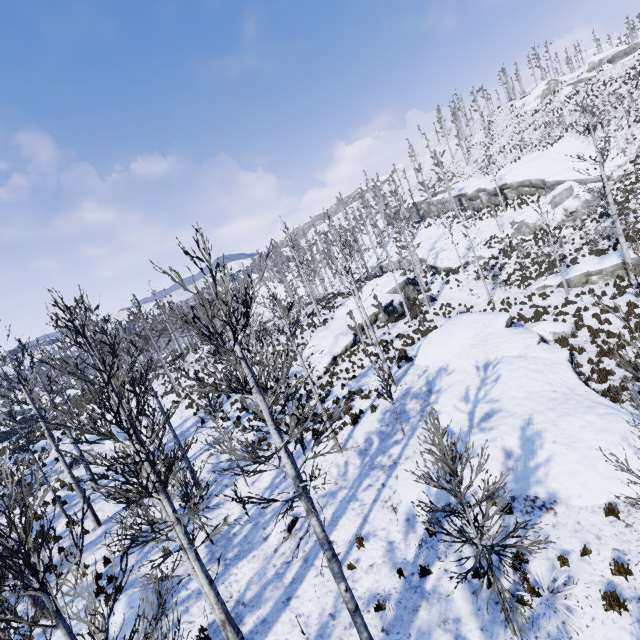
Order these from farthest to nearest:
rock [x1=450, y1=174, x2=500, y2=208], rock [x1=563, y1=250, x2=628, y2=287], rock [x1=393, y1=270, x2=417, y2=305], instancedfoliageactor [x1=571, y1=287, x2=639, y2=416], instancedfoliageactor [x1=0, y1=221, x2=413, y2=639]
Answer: rock [x1=450, y1=174, x2=500, y2=208]
rock [x1=393, y1=270, x2=417, y2=305]
rock [x1=563, y1=250, x2=628, y2=287]
instancedfoliageactor [x1=571, y1=287, x2=639, y2=416]
instancedfoliageactor [x1=0, y1=221, x2=413, y2=639]

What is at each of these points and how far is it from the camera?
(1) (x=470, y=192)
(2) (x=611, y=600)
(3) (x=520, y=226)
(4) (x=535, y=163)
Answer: (1) rock, 46.62m
(2) instancedfoliageactor, 6.18m
(3) rock, 34.41m
(4) rock, 38.91m

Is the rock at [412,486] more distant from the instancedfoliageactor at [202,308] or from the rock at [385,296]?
the rock at [385,296]

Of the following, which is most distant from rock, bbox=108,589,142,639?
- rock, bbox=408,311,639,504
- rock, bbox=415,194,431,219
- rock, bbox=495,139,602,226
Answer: rock, bbox=415,194,431,219

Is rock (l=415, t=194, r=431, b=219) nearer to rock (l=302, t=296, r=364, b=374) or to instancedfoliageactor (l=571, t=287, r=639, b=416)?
rock (l=302, t=296, r=364, b=374)

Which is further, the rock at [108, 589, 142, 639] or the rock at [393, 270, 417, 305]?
the rock at [393, 270, 417, 305]

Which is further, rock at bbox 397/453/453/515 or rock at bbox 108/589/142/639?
rock at bbox 397/453/453/515

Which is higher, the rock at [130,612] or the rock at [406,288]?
the rock at [406,288]
